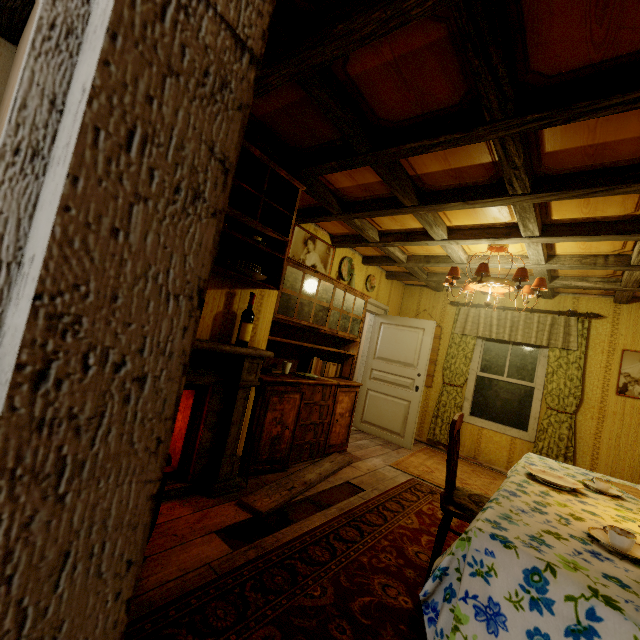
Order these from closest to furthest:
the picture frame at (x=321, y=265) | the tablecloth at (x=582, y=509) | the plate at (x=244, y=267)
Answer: the tablecloth at (x=582, y=509), the plate at (x=244, y=267), the picture frame at (x=321, y=265)

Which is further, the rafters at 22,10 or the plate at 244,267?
the plate at 244,267

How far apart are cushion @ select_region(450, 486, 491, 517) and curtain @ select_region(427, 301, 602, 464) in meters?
3.2 m

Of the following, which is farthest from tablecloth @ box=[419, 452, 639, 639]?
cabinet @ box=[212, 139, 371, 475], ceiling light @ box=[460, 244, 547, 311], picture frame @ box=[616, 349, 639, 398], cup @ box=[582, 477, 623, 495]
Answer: picture frame @ box=[616, 349, 639, 398]

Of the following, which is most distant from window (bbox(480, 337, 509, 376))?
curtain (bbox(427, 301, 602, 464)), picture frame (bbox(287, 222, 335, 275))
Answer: picture frame (bbox(287, 222, 335, 275))

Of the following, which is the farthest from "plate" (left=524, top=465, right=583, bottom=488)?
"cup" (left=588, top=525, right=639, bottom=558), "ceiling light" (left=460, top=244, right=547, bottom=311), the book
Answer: the book

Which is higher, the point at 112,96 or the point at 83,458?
the point at 112,96

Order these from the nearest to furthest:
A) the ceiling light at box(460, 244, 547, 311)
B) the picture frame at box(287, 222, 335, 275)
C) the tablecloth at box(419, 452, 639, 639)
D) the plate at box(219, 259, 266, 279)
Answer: the tablecloth at box(419, 452, 639, 639), the plate at box(219, 259, 266, 279), the ceiling light at box(460, 244, 547, 311), the picture frame at box(287, 222, 335, 275)
